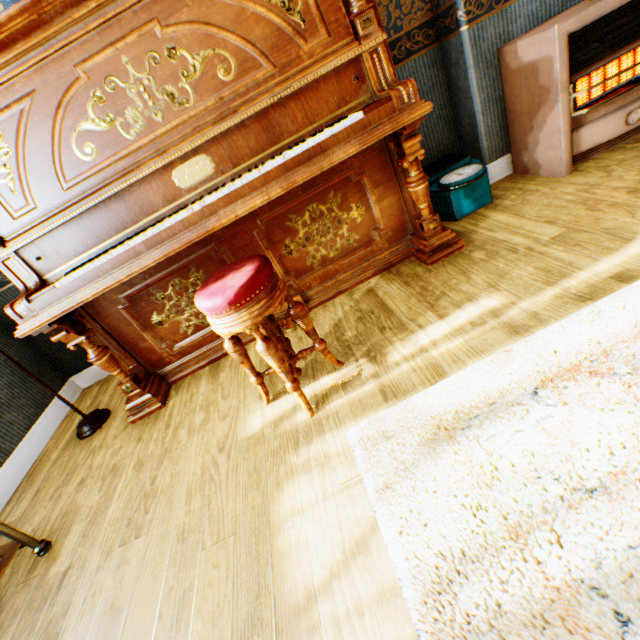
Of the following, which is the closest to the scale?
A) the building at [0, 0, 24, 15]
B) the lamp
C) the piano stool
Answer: the building at [0, 0, 24, 15]

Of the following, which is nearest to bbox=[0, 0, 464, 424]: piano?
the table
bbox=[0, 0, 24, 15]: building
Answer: bbox=[0, 0, 24, 15]: building

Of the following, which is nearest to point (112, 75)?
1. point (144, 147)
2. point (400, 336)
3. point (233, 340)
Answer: point (144, 147)

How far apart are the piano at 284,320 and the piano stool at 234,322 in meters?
0.3 m

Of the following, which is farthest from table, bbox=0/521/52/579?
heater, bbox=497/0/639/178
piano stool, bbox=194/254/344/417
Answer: heater, bbox=497/0/639/178

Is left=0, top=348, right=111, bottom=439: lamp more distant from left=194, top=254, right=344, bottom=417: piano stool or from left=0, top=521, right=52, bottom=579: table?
left=194, top=254, right=344, bottom=417: piano stool

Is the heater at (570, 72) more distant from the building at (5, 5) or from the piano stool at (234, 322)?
the piano stool at (234, 322)
